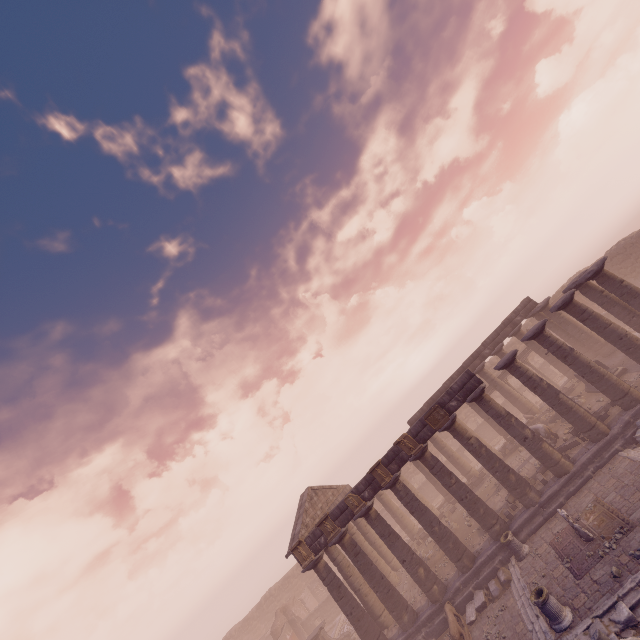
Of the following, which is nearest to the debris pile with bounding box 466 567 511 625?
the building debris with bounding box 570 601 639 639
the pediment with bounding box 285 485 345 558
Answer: the building debris with bounding box 570 601 639 639

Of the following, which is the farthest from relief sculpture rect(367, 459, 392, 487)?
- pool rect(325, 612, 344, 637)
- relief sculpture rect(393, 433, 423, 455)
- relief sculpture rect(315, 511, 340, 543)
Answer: pool rect(325, 612, 344, 637)

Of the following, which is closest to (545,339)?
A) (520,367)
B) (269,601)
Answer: (520,367)

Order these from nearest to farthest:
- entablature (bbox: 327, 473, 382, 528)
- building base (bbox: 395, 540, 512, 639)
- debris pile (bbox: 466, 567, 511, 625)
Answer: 1. debris pile (bbox: 466, 567, 511, 625)
2. building base (bbox: 395, 540, 512, 639)
3. entablature (bbox: 327, 473, 382, 528)

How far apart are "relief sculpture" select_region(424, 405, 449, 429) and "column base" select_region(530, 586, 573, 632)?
7.2 meters

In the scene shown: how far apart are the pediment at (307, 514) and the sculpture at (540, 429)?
14.3 meters

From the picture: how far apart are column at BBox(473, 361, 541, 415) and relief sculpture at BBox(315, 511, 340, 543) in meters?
16.3 m

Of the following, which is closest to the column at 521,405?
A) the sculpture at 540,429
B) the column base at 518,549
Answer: the sculpture at 540,429
